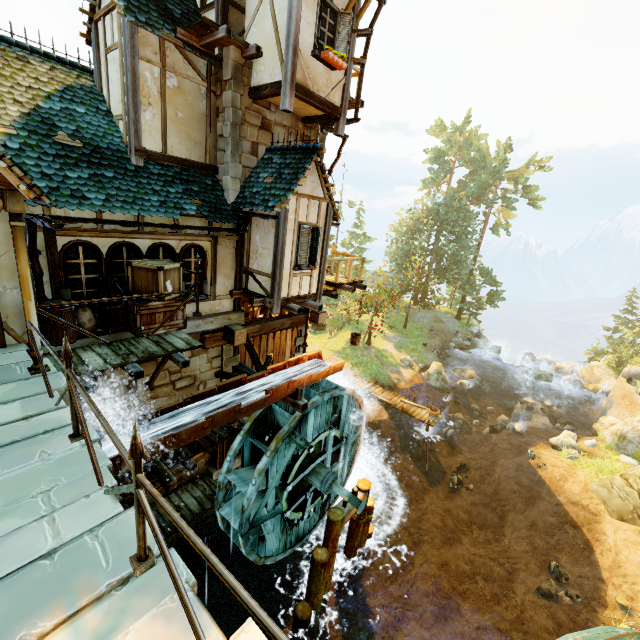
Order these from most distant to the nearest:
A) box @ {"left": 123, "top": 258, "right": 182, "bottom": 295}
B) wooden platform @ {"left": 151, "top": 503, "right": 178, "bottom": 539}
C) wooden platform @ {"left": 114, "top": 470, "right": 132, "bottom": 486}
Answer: wooden platform @ {"left": 151, "top": 503, "right": 178, "bottom": 539}
wooden platform @ {"left": 114, "top": 470, "right": 132, "bottom": 486}
box @ {"left": 123, "top": 258, "right": 182, "bottom": 295}

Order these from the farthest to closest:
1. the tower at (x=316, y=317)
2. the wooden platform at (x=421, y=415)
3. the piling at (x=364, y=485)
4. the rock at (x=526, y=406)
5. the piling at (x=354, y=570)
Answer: the wooden platform at (x=421, y=415) < the rock at (x=526, y=406) < the tower at (x=316, y=317) < the piling at (x=354, y=570) < the piling at (x=364, y=485)

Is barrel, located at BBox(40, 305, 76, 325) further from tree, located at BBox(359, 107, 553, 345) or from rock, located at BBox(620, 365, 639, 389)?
rock, located at BBox(620, 365, 639, 389)

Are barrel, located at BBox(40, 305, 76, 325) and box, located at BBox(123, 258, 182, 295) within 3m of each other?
yes

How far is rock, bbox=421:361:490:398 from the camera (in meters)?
26.28

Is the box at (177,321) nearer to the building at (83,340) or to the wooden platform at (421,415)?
the building at (83,340)

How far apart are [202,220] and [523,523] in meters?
19.6

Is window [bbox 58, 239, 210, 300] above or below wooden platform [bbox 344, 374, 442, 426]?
above
